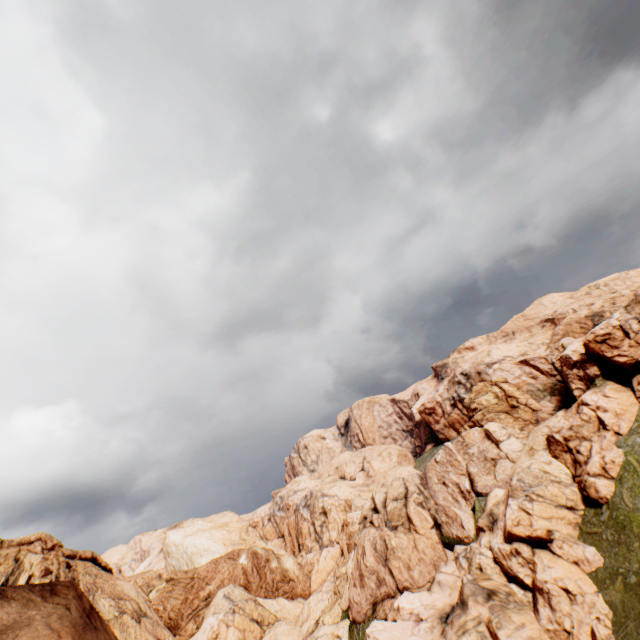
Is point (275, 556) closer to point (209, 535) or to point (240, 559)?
point (240, 559)
